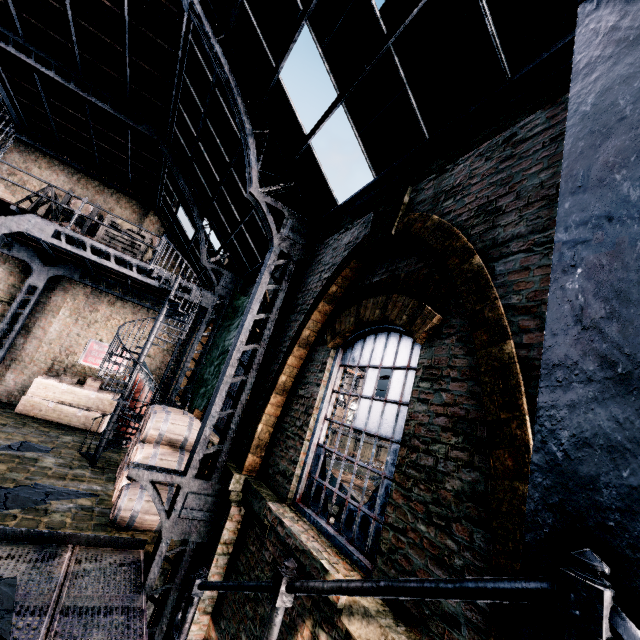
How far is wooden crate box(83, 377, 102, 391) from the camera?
14.1m

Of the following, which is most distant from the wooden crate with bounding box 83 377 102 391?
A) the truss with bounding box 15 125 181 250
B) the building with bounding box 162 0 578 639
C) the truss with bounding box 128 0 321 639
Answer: the truss with bounding box 128 0 321 639

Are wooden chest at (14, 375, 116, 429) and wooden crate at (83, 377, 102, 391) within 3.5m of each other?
yes

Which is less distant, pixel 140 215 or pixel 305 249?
pixel 305 249

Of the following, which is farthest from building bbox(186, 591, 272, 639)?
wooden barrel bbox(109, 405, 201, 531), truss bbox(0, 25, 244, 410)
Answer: wooden barrel bbox(109, 405, 201, 531)

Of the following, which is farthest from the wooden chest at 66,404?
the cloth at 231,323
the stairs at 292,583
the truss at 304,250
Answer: the stairs at 292,583

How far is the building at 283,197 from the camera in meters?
8.0 m

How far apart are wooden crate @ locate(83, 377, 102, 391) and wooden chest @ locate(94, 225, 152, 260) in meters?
6.7
